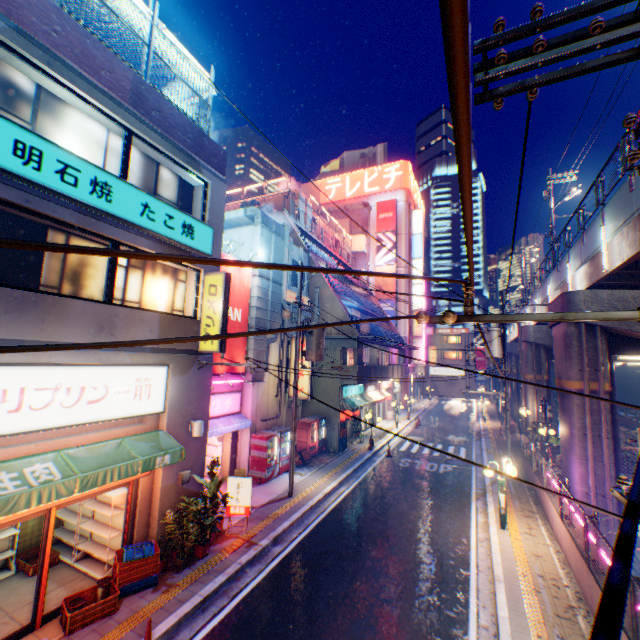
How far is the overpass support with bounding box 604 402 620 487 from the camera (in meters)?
13.98

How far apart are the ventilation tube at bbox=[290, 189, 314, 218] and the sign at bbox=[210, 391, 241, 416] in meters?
17.8

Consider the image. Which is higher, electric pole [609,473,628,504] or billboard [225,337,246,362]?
billboard [225,337,246,362]

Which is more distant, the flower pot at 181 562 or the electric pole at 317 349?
the electric pole at 317 349

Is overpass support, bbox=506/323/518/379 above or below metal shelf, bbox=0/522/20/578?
above

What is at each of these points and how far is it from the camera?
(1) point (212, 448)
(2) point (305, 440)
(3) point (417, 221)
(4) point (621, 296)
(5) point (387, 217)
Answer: (1) metal shelf, 15.1 meters
(2) vending machine, 18.6 meters
(3) sign, 43.2 meters
(4) overpass support, 14.0 meters
(5) billboard, 42.4 meters

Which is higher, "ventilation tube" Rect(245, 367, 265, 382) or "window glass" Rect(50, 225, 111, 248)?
"window glass" Rect(50, 225, 111, 248)

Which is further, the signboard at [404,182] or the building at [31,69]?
the signboard at [404,182]
